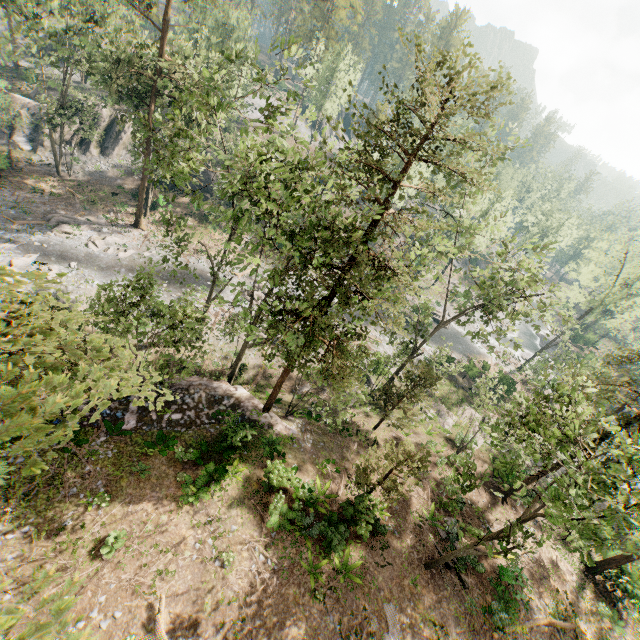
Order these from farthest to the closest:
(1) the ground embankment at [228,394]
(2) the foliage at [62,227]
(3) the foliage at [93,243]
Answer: (3) the foliage at [93,243] < (2) the foliage at [62,227] < (1) the ground embankment at [228,394]

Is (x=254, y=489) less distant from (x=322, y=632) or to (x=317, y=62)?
(x=322, y=632)

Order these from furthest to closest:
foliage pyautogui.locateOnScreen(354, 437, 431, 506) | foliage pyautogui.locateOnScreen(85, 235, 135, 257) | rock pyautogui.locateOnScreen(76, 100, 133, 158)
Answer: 1. rock pyautogui.locateOnScreen(76, 100, 133, 158)
2. foliage pyautogui.locateOnScreen(85, 235, 135, 257)
3. foliage pyautogui.locateOnScreen(354, 437, 431, 506)

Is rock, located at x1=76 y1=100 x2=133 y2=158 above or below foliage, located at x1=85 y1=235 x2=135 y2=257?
above

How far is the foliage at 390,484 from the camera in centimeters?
1641cm

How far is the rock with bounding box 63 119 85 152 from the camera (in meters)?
39.62

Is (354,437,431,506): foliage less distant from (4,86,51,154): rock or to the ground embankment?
the ground embankment

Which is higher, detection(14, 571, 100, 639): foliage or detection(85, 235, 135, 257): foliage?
detection(14, 571, 100, 639): foliage
